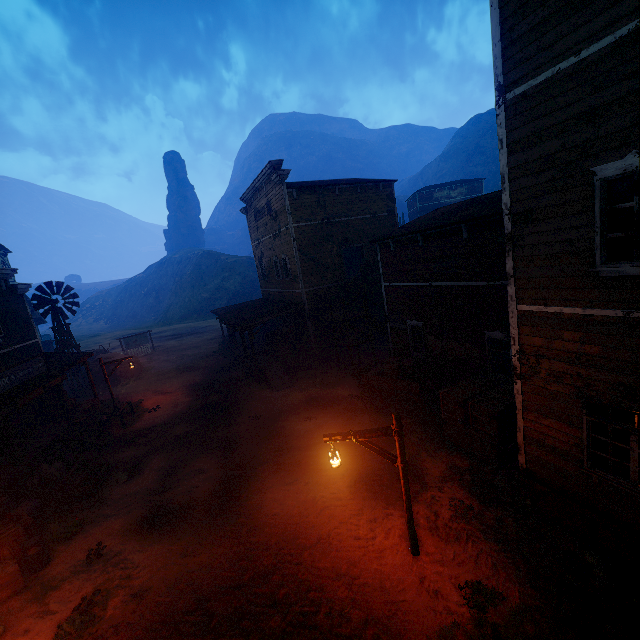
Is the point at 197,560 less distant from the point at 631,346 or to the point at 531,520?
the point at 531,520

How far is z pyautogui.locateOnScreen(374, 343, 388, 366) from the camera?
19.8 meters

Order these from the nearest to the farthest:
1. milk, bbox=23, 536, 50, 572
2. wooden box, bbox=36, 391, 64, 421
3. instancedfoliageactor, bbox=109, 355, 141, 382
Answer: milk, bbox=23, 536, 50, 572 → wooden box, bbox=36, 391, 64, 421 → instancedfoliageactor, bbox=109, 355, 141, 382

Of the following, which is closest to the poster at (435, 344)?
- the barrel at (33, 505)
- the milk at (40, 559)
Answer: the milk at (40, 559)

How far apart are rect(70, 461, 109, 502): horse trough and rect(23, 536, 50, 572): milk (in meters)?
2.23

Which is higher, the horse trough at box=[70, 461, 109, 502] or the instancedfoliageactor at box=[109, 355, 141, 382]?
the instancedfoliageactor at box=[109, 355, 141, 382]

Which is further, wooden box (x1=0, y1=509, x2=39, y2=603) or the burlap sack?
the burlap sack

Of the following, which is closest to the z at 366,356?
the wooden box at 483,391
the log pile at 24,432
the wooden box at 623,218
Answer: the wooden box at 483,391
